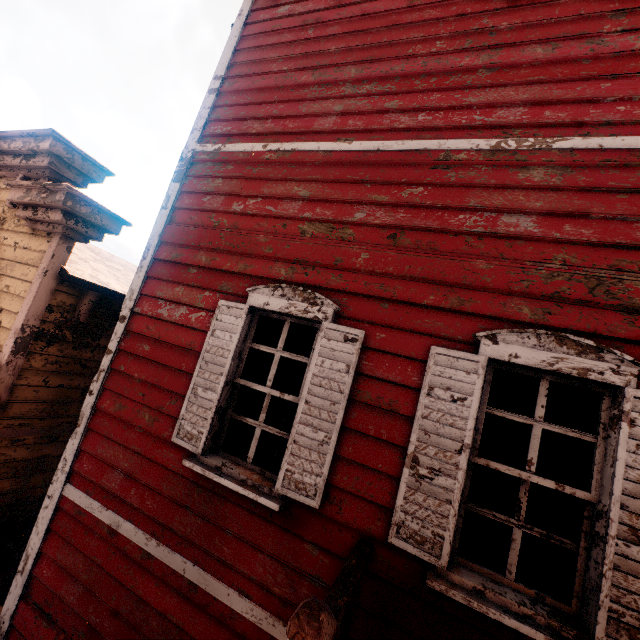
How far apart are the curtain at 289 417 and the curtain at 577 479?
1.8m

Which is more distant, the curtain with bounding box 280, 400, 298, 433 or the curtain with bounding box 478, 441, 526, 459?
the curtain with bounding box 280, 400, 298, 433

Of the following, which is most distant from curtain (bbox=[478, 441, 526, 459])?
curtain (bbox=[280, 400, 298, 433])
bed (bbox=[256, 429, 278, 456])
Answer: bed (bbox=[256, 429, 278, 456])

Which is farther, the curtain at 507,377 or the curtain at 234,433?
the curtain at 234,433

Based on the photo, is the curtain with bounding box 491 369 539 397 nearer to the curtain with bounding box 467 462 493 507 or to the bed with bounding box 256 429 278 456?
the curtain with bounding box 467 462 493 507

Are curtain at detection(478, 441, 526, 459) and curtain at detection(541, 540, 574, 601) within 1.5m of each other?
yes

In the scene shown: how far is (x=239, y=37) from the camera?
4.2m
